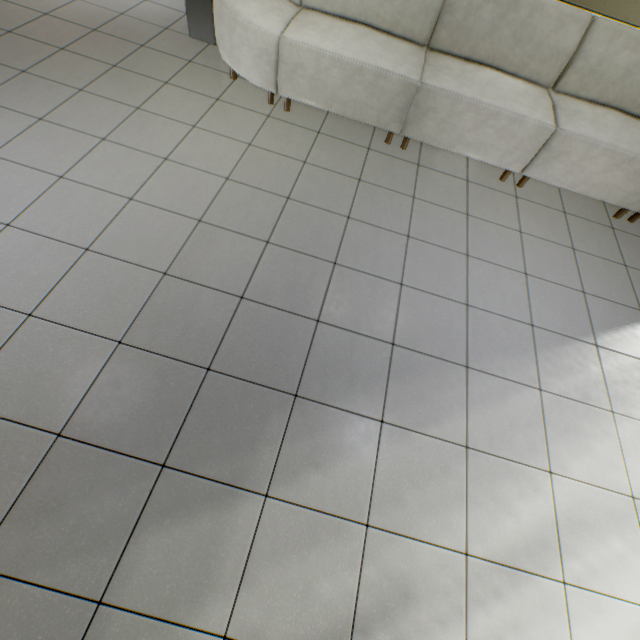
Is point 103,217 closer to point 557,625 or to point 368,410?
point 368,410
